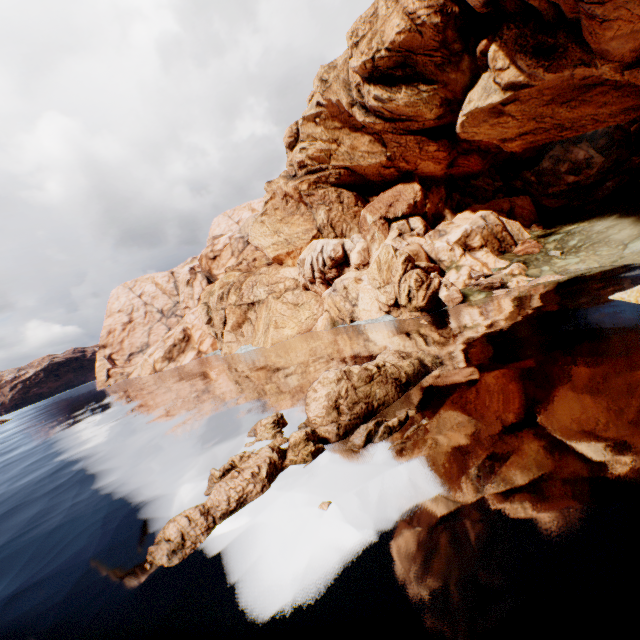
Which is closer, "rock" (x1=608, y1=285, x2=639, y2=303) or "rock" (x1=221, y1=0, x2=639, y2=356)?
"rock" (x1=608, y1=285, x2=639, y2=303)

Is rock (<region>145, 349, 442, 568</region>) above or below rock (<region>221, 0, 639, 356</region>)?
below

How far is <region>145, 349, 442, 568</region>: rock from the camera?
11.6m

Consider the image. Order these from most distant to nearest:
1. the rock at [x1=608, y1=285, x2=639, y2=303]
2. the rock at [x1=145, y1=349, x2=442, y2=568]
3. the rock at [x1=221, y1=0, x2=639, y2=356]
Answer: the rock at [x1=221, y1=0, x2=639, y2=356] → the rock at [x1=608, y1=285, x2=639, y2=303] → the rock at [x1=145, y1=349, x2=442, y2=568]

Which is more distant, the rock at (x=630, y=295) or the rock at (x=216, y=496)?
the rock at (x=630, y=295)

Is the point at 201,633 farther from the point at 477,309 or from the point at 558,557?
the point at 477,309
